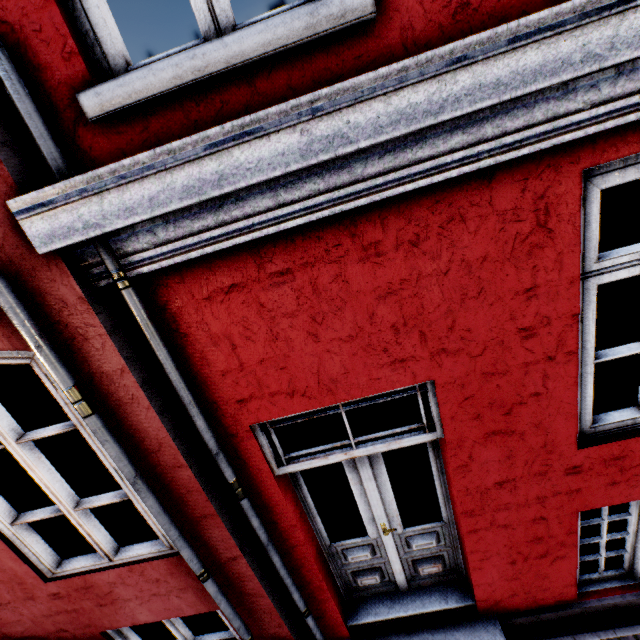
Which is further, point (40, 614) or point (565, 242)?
point (40, 614)
